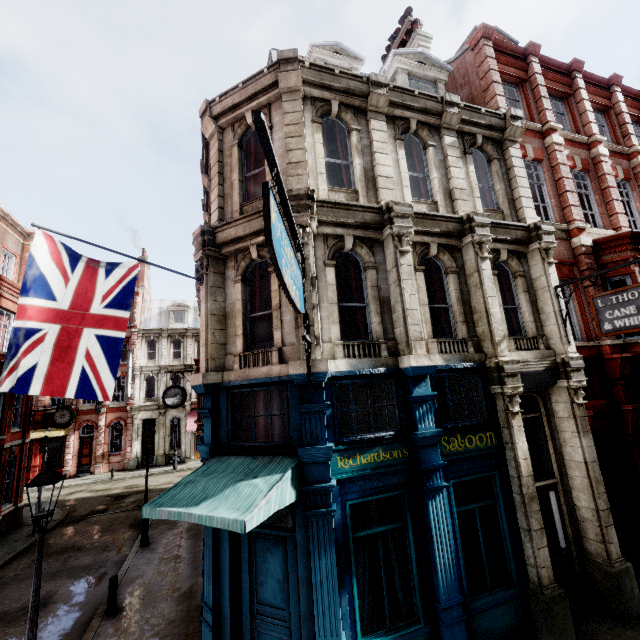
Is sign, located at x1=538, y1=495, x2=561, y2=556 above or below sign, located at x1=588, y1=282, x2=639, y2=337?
below

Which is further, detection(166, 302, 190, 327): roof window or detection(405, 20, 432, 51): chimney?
detection(166, 302, 190, 327): roof window

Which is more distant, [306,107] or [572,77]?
A: [572,77]

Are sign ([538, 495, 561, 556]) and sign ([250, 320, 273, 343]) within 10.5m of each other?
yes

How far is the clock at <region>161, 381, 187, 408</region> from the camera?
13.99m

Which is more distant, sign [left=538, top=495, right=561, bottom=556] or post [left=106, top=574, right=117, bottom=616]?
post [left=106, top=574, right=117, bottom=616]

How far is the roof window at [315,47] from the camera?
10.12m

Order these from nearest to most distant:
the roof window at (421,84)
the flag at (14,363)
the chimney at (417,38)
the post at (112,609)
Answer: the flag at (14,363) → the post at (112,609) → the roof window at (421,84) → the chimney at (417,38)
